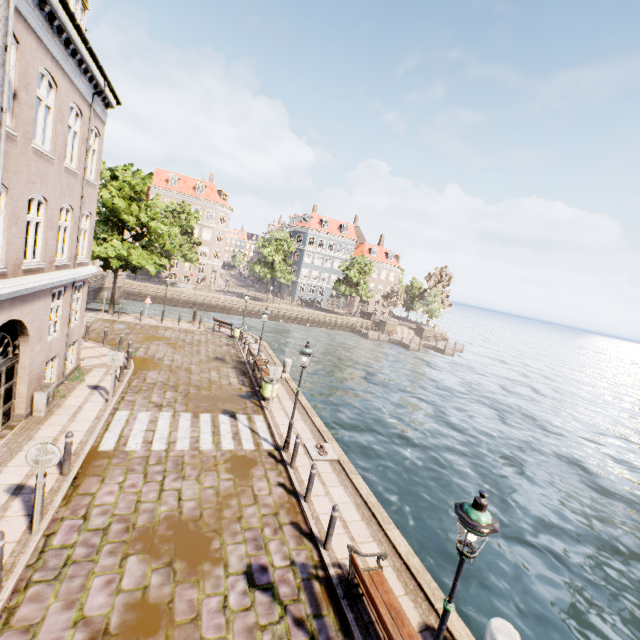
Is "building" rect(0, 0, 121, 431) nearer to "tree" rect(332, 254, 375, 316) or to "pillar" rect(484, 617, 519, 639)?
"tree" rect(332, 254, 375, 316)

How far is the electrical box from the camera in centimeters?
981cm

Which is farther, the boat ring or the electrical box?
the boat ring

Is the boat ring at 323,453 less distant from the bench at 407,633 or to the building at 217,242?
the bench at 407,633

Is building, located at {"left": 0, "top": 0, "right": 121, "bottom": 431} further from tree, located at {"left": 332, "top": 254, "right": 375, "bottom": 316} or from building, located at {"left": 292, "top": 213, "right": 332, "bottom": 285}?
building, located at {"left": 292, "top": 213, "right": 332, "bottom": 285}

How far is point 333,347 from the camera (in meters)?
39.84

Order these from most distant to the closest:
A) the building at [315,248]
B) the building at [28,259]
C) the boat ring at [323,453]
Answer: the building at [315,248], the boat ring at [323,453], the building at [28,259]

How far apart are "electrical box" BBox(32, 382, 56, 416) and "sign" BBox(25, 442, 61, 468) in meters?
4.9 m
